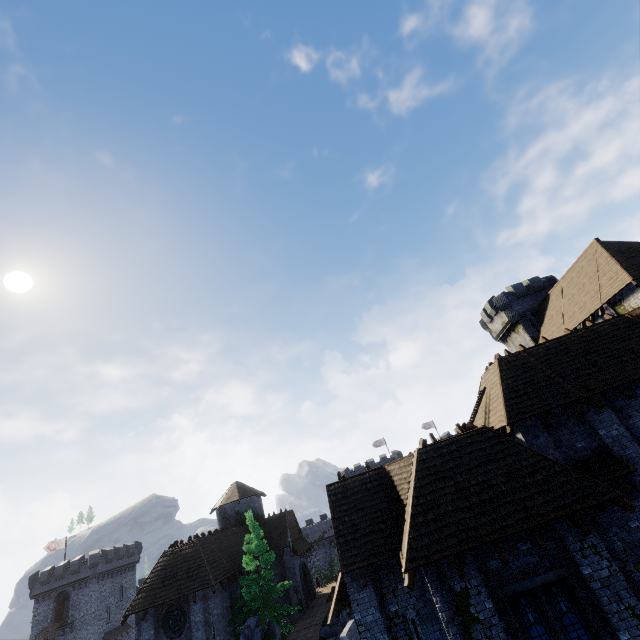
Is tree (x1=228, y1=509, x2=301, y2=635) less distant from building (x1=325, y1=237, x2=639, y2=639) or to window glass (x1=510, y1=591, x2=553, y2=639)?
building (x1=325, y1=237, x2=639, y2=639)

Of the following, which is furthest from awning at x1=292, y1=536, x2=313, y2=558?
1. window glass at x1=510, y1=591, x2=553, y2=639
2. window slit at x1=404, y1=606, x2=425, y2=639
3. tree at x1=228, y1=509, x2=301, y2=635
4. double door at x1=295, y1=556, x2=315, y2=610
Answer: window glass at x1=510, y1=591, x2=553, y2=639

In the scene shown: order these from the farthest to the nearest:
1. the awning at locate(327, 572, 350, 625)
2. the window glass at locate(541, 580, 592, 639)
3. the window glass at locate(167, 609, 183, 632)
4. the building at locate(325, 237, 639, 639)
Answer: the window glass at locate(167, 609, 183, 632)
the awning at locate(327, 572, 350, 625)
the building at locate(325, 237, 639, 639)
the window glass at locate(541, 580, 592, 639)

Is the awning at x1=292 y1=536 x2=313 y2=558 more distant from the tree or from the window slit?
the window slit

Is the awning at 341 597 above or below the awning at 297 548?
below

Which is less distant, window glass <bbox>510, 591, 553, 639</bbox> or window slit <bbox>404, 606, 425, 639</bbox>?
window glass <bbox>510, 591, 553, 639</bbox>

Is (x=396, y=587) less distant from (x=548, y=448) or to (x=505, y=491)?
(x=505, y=491)

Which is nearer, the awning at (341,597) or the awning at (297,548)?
the awning at (341,597)
